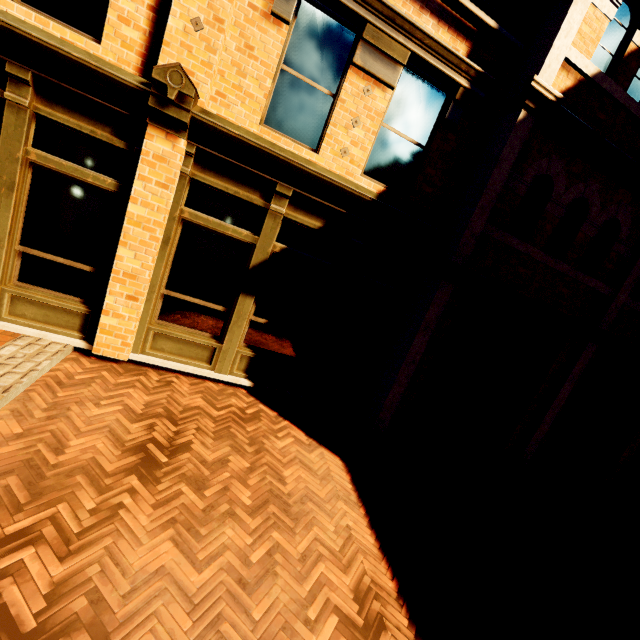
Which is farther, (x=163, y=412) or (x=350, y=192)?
(x=350, y=192)
